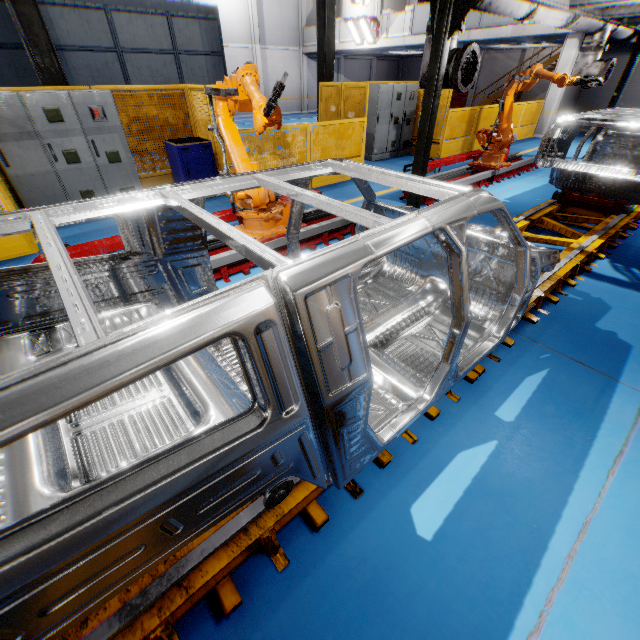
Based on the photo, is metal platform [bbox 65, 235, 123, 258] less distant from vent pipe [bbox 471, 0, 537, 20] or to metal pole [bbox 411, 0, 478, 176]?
metal pole [bbox 411, 0, 478, 176]

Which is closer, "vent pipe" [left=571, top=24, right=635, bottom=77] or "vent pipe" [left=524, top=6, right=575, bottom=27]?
"vent pipe" [left=524, top=6, right=575, bottom=27]

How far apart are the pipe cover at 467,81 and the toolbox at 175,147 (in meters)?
5.16

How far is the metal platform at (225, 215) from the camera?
5.2 meters

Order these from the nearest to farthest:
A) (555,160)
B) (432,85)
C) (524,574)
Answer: Answer:
1. (524,574)
2. (432,85)
3. (555,160)

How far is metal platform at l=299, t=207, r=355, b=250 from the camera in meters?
5.3 m

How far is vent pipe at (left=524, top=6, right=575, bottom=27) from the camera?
6.1 meters

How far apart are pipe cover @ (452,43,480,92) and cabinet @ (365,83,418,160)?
5.95m
